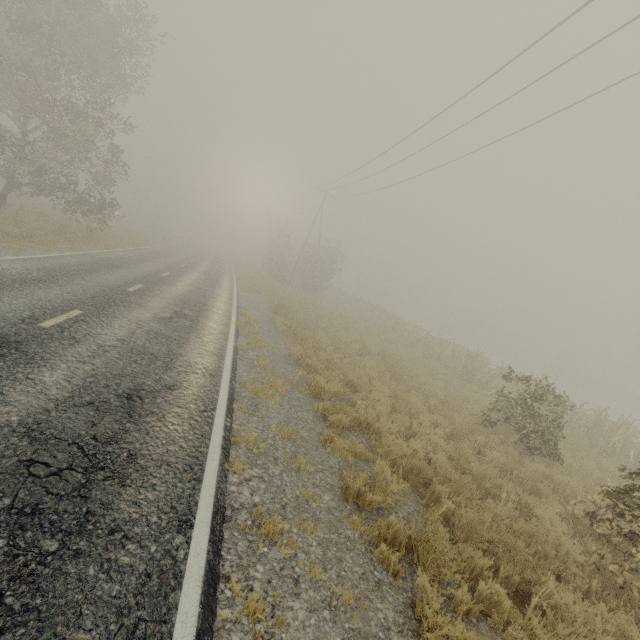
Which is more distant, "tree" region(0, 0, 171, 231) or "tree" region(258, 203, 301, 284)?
"tree" region(258, 203, 301, 284)

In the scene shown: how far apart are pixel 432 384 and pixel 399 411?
5.0m

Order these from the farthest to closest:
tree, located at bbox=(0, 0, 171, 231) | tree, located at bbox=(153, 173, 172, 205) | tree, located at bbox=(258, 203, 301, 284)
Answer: tree, located at bbox=(153, 173, 172, 205) < tree, located at bbox=(258, 203, 301, 284) < tree, located at bbox=(0, 0, 171, 231)

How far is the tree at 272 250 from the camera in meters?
36.2

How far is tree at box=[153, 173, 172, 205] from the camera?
57.4m

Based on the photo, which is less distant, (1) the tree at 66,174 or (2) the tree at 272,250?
(1) the tree at 66,174

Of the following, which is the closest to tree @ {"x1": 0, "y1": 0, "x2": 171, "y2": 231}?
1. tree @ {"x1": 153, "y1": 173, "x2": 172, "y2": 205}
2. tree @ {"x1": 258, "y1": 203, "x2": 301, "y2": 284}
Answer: tree @ {"x1": 258, "y1": 203, "x2": 301, "y2": 284}

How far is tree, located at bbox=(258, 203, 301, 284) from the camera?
36.2m
